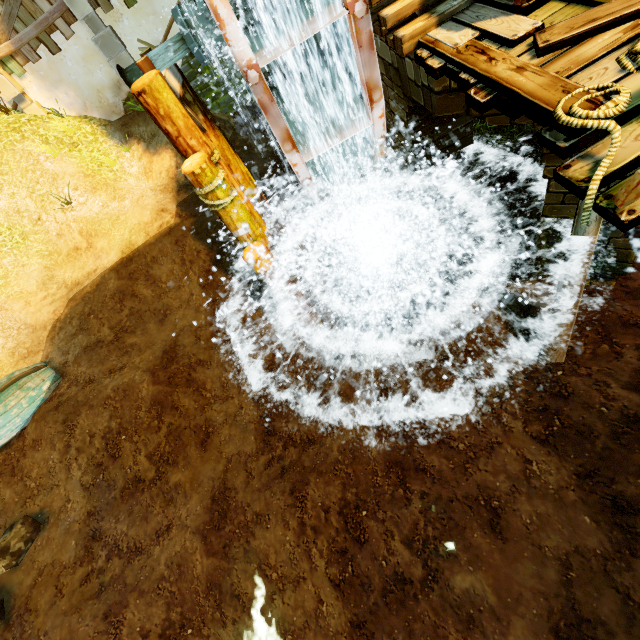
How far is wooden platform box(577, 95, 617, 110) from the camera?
2.18m

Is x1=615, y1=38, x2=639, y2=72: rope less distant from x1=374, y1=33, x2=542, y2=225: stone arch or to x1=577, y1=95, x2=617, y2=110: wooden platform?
x1=577, y1=95, x2=617, y2=110: wooden platform

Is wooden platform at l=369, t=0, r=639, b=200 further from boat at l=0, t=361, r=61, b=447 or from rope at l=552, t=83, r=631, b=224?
boat at l=0, t=361, r=61, b=447

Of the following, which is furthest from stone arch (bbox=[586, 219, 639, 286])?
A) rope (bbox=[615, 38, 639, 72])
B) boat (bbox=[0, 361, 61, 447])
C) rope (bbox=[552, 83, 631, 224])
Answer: boat (bbox=[0, 361, 61, 447])

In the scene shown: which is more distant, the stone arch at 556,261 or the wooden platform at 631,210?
the stone arch at 556,261

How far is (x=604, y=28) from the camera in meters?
2.5 m

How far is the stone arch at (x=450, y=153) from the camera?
4.0 meters

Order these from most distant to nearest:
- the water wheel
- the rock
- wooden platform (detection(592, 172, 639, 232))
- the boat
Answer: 1. the boat
2. the rock
3. the water wheel
4. wooden platform (detection(592, 172, 639, 232))
